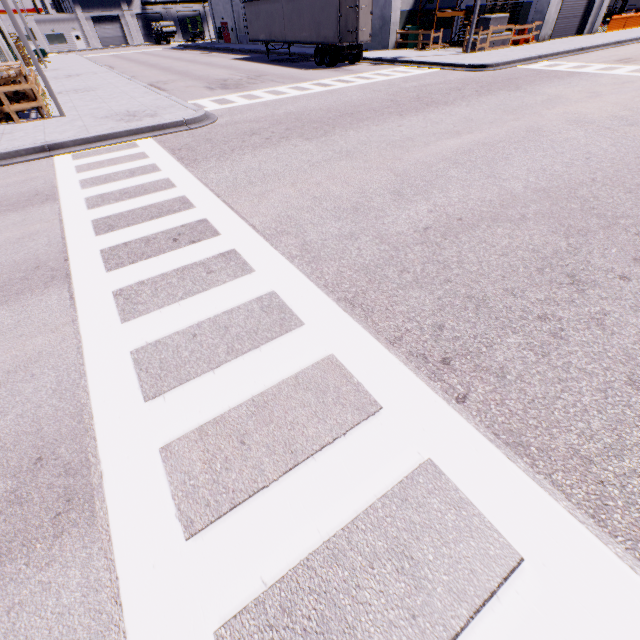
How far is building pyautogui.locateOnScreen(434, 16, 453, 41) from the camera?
28.3m

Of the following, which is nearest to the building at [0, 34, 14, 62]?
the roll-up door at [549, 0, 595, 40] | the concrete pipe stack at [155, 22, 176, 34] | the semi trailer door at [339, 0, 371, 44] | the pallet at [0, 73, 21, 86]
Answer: the roll-up door at [549, 0, 595, 40]

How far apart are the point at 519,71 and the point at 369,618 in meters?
23.6 m

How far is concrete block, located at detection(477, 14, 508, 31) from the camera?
21.70m

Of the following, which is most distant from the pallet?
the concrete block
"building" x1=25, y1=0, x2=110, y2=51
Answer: the concrete block

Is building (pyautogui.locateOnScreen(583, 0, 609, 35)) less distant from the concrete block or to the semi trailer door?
the concrete block

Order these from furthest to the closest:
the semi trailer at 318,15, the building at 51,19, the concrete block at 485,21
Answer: the building at 51,19 < the concrete block at 485,21 < the semi trailer at 318,15

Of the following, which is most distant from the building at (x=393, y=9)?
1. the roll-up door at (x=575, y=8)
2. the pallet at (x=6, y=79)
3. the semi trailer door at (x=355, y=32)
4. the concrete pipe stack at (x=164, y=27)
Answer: the semi trailer door at (x=355, y=32)
